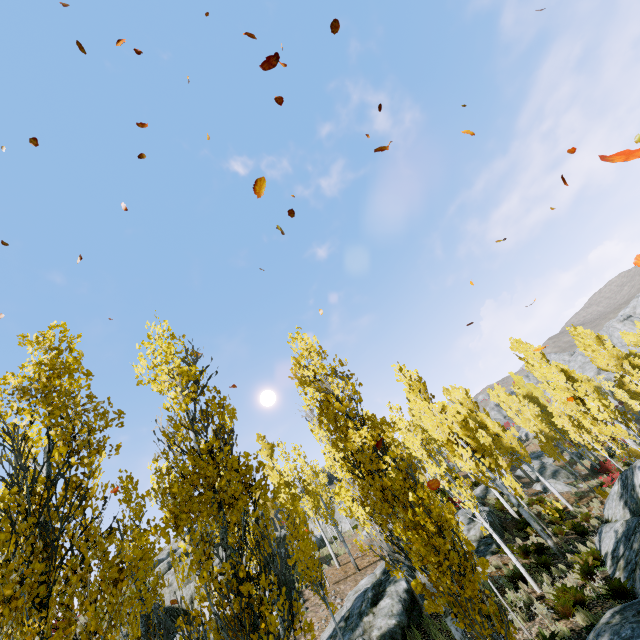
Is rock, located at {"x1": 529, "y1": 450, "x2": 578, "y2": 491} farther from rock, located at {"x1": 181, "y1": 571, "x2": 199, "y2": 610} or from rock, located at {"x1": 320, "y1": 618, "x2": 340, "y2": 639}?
rock, located at {"x1": 181, "y1": 571, "x2": 199, "y2": 610}

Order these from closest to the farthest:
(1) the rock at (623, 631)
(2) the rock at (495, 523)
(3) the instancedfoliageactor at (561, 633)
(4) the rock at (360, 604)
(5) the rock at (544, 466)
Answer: (1) the rock at (623, 631) < (3) the instancedfoliageactor at (561, 633) < (4) the rock at (360, 604) < (2) the rock at (495, 523) < (5) the rock at (544, 466)

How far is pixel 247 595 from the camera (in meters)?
4.45

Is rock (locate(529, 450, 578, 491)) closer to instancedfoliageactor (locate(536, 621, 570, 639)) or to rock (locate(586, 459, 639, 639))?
instancedfoliageactor (locate(536, 621, 570, 639))

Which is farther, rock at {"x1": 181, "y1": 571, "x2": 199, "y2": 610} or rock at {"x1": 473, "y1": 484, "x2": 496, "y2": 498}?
rock at {"x1": 473, "y1": 484, "x2": 496, "y2": 498}

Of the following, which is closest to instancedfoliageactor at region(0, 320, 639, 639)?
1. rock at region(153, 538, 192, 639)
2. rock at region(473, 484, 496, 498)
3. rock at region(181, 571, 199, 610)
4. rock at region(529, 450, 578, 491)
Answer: rock at region(181, 571, 199, 610)

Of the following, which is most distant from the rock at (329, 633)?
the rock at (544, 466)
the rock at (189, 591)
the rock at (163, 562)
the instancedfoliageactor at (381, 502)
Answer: the rock at (544, 466)

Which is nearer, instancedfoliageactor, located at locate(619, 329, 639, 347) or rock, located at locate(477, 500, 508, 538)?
rock, located at locate(477, 500, 508, 538)
